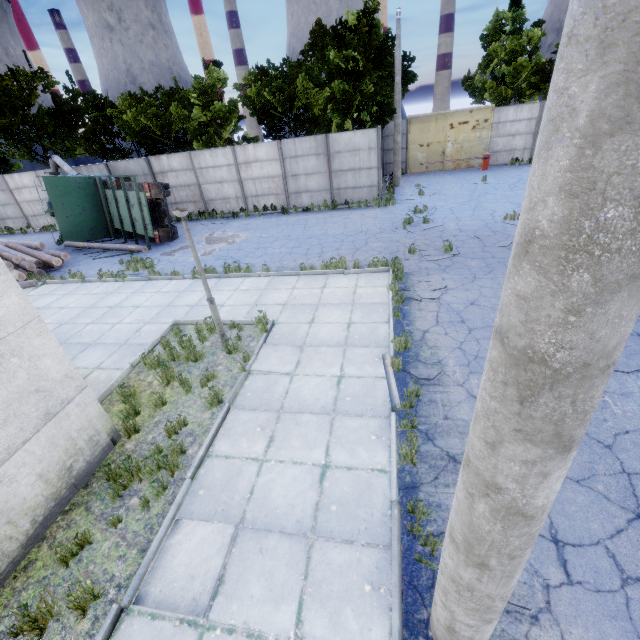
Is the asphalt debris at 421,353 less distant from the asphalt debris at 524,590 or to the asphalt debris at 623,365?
the asphalt debris at 623,365

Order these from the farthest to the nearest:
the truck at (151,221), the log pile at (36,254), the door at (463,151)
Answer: the door at (463,151), the truck at (151,221), the log pile at (36,254)

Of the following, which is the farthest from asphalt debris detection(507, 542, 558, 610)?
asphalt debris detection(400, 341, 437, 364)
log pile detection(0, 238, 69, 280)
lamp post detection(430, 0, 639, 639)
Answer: log pile detection(0, 238, 69, 280)

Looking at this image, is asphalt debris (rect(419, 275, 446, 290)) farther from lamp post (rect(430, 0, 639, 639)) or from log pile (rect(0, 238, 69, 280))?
log pile (rect(0, 238, 69, 280))

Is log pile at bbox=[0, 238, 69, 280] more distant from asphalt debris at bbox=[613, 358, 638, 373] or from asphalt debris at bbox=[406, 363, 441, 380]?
asphalt debris at bbox=[613, 358, 638, 373]

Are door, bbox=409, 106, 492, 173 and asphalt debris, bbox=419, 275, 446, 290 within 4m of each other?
no

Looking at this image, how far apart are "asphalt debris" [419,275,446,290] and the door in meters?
18.8

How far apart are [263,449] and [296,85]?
23.6 meters
